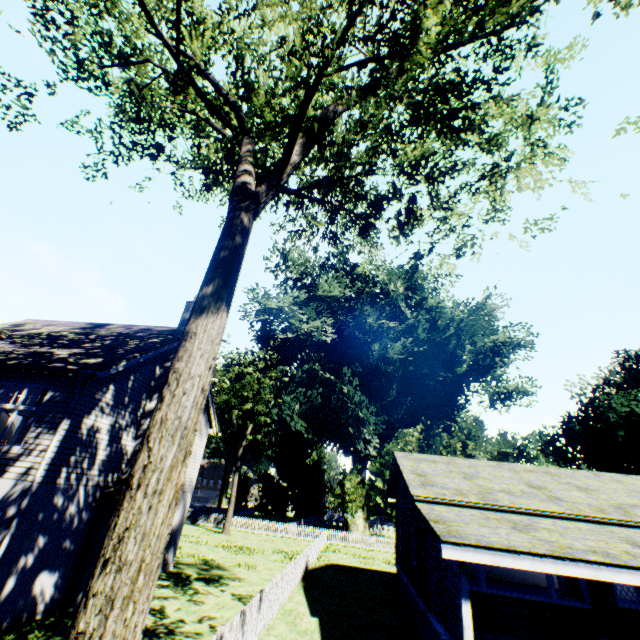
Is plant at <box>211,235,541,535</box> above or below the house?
above

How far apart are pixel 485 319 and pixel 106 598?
48.17m

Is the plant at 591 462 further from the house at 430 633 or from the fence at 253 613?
the house at 430 633

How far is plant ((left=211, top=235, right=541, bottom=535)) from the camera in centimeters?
3606cm

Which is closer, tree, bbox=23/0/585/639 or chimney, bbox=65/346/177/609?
tree, bbox=23/0/585/639

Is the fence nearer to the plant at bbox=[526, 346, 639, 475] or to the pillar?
the plant at bbox=[526, 346, 639, 475]

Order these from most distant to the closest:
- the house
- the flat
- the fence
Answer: the flat < the house < the fence
